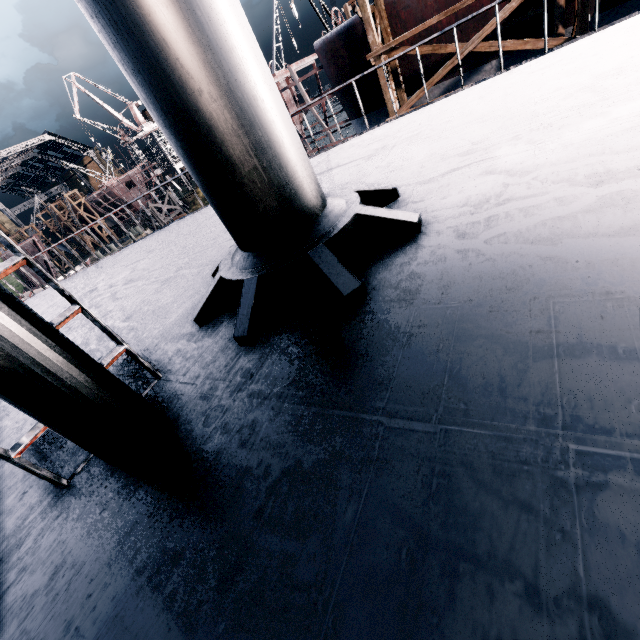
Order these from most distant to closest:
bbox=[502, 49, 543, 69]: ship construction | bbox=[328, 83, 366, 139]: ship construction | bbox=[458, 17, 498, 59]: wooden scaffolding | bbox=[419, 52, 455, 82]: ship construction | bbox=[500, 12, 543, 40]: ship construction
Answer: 1. bbox=[328, 83, 366, 139]: ship construction
2. bbox=[419, 52, 455, 82]: ship construction
3. bbox=[502, 49, 543, 69]: ship construction
4. bbox=[500, 12, 543, 40]: ship construction
5. bbox=[458, 17, 498, 59]: wooden scaffolding

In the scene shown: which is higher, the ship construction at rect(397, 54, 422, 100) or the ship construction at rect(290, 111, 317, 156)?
the ship construction at rect(290, 111, 317, 156)

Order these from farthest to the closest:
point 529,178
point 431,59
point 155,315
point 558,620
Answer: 1. point 431,59
2. point 155,315
3. point 529,178
4. point 558,620

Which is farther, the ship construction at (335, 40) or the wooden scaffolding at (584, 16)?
the ship construction at (335, 40)

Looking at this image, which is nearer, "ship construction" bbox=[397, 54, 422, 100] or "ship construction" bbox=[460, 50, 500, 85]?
"ship construction" bbox=[460, 50, 500, 85]

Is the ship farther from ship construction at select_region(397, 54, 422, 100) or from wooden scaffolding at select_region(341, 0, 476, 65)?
ship construction at select_region(397, 54, 422, 100)

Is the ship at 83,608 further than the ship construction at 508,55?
No
